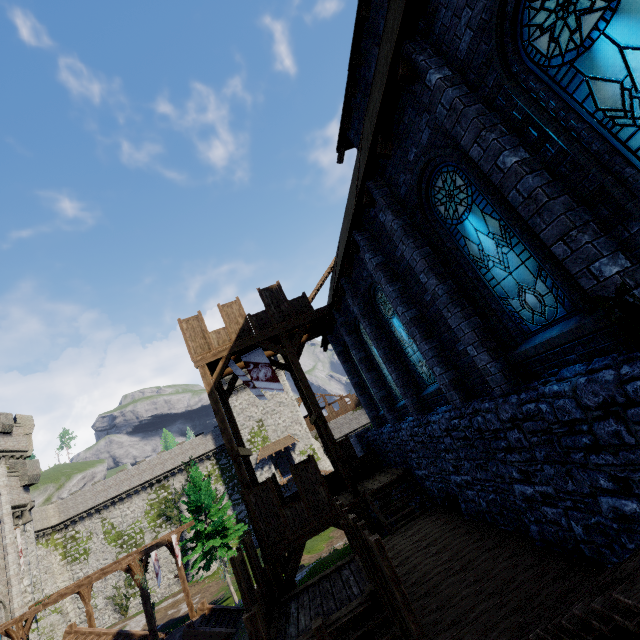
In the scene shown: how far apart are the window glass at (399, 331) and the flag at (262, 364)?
5.67m

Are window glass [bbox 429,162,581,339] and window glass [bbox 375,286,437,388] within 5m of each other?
yes

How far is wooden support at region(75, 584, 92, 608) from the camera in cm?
2197

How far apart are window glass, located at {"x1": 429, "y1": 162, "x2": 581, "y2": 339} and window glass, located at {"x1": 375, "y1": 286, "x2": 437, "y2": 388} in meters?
3.5 m

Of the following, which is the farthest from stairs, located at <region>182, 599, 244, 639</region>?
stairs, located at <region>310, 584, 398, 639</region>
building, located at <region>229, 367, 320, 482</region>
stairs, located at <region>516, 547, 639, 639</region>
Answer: stairs, located at <region>516, 547, 639, 639</region>

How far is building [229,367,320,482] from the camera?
44.1m

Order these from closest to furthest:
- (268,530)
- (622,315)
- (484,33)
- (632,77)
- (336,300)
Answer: (632,77), (622,315), (484,33), (268,530), (336,300)

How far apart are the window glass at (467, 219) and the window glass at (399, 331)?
3.5m
